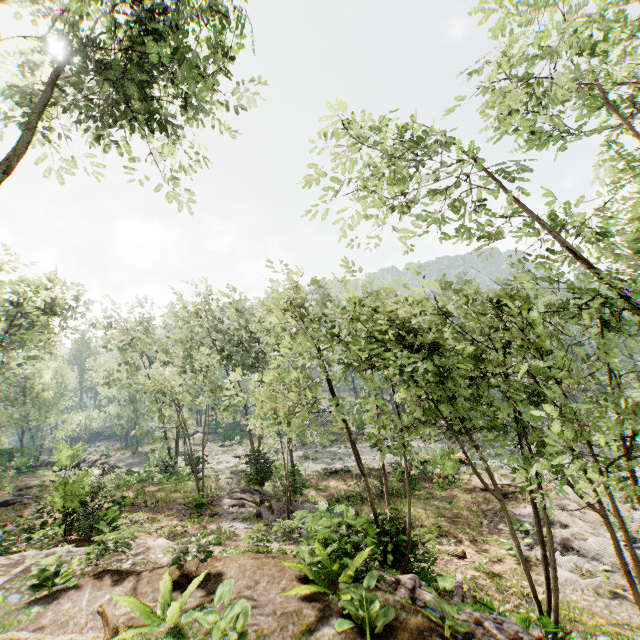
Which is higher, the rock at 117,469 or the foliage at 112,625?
the foliage at 112,625

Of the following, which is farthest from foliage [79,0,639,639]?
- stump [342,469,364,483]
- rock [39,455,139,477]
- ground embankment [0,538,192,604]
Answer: stump [342,469,364,483]

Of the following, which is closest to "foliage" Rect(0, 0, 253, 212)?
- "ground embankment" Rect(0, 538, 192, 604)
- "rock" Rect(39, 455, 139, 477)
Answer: "rock" Rect(39, 455, 139, 477)

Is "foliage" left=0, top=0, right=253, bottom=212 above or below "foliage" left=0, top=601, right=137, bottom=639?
above

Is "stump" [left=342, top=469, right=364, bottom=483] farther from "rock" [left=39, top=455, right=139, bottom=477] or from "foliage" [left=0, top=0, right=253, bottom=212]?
"rock" [left=39, top=455, right=139, bottom=477]

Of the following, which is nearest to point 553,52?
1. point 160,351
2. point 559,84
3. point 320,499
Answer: point 559,84

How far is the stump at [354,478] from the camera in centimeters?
2458cm

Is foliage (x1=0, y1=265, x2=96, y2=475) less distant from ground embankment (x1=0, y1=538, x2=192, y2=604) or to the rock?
the rock
